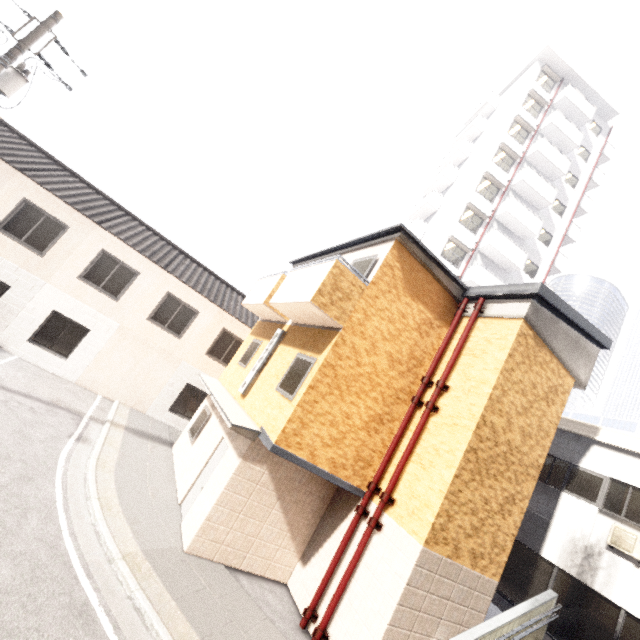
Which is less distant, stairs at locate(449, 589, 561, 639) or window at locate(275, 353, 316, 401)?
stairs at locate(449, 589, 561, 639)

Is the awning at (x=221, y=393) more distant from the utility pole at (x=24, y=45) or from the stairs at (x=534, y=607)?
the utility pole at (x=24, y=45)

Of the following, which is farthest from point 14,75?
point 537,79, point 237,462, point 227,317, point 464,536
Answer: point 537,79

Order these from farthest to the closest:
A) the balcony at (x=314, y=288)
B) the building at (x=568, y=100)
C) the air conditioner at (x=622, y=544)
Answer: the building at (x=568, y=100), the air conditioner at (x=622, y=544), the balcony at (x=314, y=288)

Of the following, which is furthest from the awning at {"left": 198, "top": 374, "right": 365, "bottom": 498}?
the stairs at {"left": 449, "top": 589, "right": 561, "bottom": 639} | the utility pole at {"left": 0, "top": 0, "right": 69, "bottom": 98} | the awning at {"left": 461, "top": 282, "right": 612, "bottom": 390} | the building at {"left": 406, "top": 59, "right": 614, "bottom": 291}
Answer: the building at {"left": 406, "top": 59, "right": 614, "bottom": 291}

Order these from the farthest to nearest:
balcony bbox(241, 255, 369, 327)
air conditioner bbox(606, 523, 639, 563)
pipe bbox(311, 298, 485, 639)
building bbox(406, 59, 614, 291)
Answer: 1. building bbox(406, 59, 614, 291)
2. air conditioner bbox(606, 523, 639, 563)
3. balcony bbox(241, 255, 369, 327)
4. pipe bbox(311, 298, 485, 639)

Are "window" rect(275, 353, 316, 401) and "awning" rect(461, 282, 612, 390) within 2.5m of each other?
no

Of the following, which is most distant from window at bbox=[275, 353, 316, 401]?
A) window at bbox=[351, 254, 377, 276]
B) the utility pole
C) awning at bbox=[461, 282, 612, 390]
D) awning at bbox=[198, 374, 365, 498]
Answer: the utility pole
